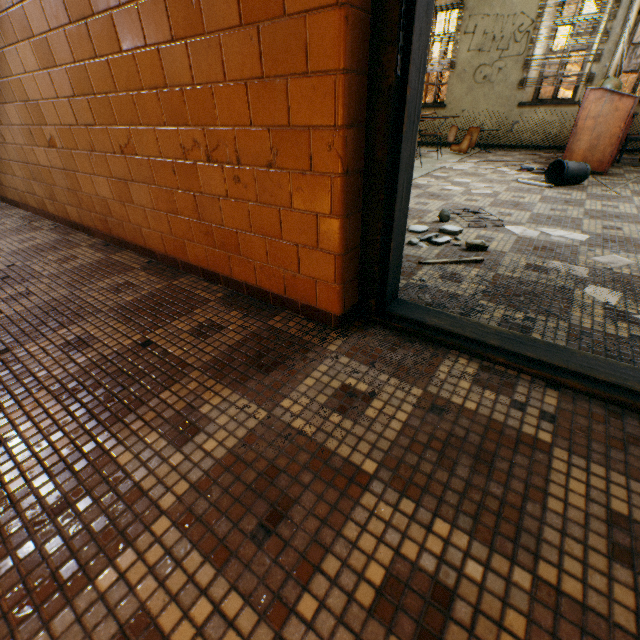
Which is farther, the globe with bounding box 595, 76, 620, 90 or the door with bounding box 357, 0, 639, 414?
the globe with bounding box 595, 76, 620, 90

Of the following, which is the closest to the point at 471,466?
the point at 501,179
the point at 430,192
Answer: the point at 430,192

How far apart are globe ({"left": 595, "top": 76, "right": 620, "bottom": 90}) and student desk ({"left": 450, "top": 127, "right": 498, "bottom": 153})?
1.6 meters

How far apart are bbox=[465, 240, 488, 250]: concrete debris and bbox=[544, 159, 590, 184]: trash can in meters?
2.5

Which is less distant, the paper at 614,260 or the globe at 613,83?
the paper at 614,260

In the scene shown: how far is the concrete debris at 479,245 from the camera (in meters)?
2.26

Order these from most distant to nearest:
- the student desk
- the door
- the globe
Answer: the student desk
the globe
the door

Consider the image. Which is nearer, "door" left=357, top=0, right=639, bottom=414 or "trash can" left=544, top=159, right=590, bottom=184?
"door" left=357, top=0, right=639, bottom=414
